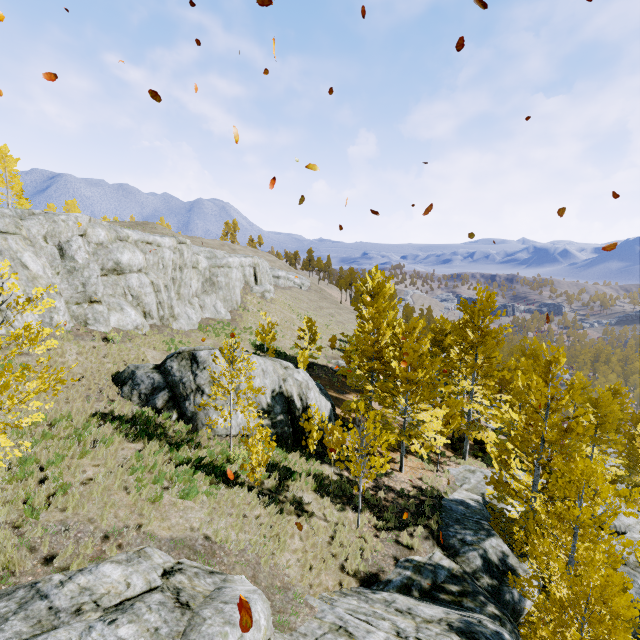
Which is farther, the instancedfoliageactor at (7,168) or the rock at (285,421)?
the instancedfoliageactor at (7,168)

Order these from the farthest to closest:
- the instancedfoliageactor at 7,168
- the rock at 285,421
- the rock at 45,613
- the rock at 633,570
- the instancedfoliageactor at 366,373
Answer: the instancedfoliageactor at 7,168 < the rock at 633,570 < the rock at 285,421 < the instancedfoliageactor at 366,373 < the rock at 45,613

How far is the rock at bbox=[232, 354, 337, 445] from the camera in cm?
1465

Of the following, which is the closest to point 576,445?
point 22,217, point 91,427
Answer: point 91,427

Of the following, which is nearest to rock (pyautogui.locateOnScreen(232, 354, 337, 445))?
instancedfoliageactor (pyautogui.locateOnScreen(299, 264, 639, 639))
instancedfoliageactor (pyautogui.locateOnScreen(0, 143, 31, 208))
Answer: instancedfoliageactor (pyautogui.locateOnScreen(299, 264, 639, 639))

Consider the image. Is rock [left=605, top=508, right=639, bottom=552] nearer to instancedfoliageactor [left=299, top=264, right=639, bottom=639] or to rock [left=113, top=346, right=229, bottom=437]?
instancedfoliageactor [left=299, top=264, right=639, bottom=639]

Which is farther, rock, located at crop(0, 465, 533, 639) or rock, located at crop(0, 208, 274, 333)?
rock, located at crop(0, 208, 274, 333)

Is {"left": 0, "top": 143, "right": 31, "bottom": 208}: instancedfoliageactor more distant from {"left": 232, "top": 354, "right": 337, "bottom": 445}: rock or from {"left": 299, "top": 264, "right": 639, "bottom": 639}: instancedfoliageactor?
{"left": 232, "top": 354, "right": 337, "bottom": 445}: rock
